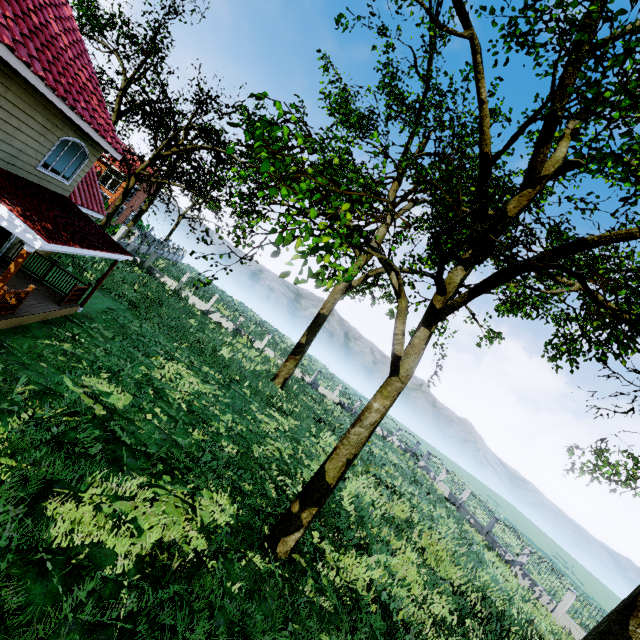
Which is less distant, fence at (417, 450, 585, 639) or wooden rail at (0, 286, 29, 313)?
wooden rail at (0, 286, 29, 313)

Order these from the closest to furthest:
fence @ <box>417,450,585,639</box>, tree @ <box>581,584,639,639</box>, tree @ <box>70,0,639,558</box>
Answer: tree @ <box>70,0,639,558</box>, tree @ <box>581,584,639,639</box>, fence @ <box>417,450,585,639</box>

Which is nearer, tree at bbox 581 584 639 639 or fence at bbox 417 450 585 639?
tree at bbox 581 584 639 639

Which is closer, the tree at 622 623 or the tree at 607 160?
the tree at 607 160

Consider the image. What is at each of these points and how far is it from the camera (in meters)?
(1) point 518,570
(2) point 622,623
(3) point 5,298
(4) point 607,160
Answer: (1) fence, 22.83
(2) tree, 8.36
(3) wooden rail, 8.75
(4) tree, 5.86

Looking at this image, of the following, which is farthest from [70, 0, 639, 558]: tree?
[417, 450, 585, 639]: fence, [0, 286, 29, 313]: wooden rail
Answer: [0, 286, 29, 313]: wooden rail

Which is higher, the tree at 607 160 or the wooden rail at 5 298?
the tree at 607 160
